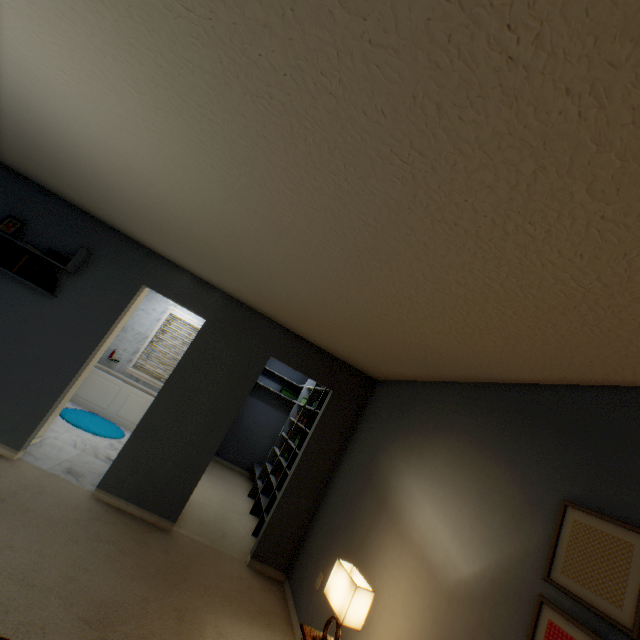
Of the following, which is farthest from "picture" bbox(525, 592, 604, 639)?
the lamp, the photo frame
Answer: the photo frame

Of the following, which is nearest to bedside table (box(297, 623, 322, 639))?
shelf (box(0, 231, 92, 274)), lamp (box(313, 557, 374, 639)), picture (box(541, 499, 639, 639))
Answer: lamp (box(313, 557, 374, 639))

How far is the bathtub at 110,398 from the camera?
5.69m

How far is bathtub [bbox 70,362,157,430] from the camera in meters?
5.7 m

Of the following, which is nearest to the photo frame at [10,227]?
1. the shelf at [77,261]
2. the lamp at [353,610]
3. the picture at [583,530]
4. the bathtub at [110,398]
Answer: the shelf at [77,261]

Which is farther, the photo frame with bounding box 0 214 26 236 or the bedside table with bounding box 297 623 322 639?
the photo frame with bounding box 0 214 26 236

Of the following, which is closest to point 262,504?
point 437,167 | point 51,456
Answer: point 51,456

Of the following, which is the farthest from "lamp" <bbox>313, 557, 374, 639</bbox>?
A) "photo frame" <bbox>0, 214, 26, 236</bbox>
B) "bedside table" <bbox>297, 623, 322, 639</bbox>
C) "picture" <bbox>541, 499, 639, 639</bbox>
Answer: "photo frame" <bbox>0, 214, 26, 236</bbox>
